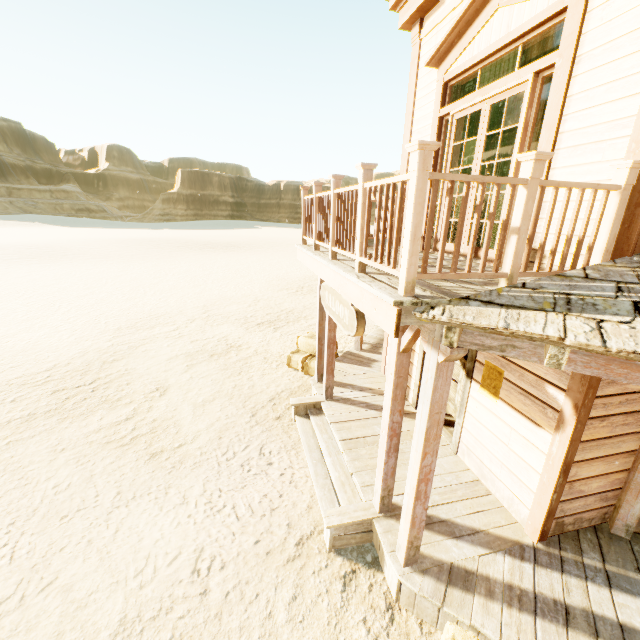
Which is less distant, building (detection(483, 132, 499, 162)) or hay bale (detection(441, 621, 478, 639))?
hay bale (detection(441, 621, 478, 639))

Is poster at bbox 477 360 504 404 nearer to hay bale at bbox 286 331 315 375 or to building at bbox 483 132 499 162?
building at bbox 483 132 499 162

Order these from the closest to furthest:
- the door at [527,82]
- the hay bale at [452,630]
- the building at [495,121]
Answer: the hay bale at [452,630] < the door at [527,82] < the building at [495,121]

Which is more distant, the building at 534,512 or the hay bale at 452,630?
the hay bale at 452,630

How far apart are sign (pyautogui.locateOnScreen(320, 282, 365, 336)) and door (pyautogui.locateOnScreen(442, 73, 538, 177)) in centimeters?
181cm

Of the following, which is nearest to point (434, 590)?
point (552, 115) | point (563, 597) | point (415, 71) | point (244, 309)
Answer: point (563, 597)

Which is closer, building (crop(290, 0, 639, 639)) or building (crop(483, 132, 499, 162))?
building (crop(290, 0, 639, 639))

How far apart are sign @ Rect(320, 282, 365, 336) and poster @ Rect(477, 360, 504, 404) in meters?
1.8 m
